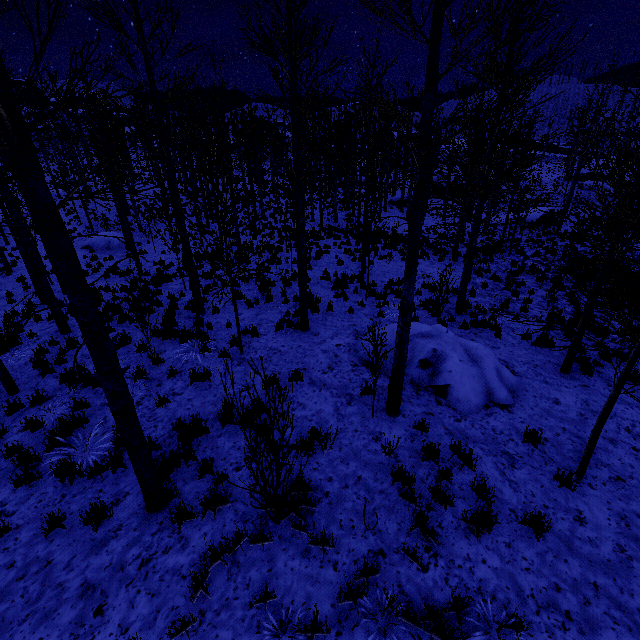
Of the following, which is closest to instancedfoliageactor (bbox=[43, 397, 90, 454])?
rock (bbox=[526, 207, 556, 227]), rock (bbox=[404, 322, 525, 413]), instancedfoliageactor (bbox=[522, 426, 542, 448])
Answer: instancedfoliageactor (bbox=[522, 426, 542, 448])

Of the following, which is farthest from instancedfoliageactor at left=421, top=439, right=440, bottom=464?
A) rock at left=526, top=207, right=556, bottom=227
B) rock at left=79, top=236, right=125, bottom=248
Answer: rock at left=526, top=207, right=556, bottom=227

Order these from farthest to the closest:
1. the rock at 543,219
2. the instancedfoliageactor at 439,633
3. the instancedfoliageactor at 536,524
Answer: the rock at 543,219
the instancedfoliageactor at 536,524
the instancedfoliageactor at 439,633

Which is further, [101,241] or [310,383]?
[101,241]

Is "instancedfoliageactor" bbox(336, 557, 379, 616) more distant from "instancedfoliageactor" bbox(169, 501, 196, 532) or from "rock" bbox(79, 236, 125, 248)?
"rock" bbox(79, 236, 125, 248)

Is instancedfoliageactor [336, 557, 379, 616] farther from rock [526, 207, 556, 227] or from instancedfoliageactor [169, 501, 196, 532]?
rock [526, 207, 556, 227]

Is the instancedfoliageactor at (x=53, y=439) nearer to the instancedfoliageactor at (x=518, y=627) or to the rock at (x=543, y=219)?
the instancedfoliageactor at (x=518, y=627)

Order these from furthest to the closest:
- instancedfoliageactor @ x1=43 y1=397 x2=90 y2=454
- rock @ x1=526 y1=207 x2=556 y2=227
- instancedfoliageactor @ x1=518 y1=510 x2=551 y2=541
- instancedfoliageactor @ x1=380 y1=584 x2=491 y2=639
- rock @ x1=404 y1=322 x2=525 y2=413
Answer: rock @ x1=526 y1=207 x2=556 y2=227 < rock @ x1=404 y1=322 x2=525 y2=413 < instancedfoliageactor @ x1=43 y1=397 x2=90 y2=454 < instancedfoliageactor @ x1=518 y1=510 x2=551 y2=541 < instancedfoliageactor @ x1=380 y1=584 x2=491 y2=639
